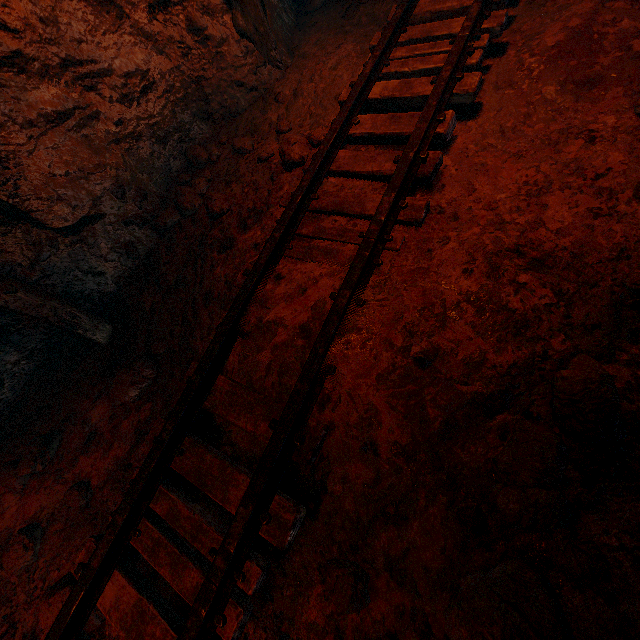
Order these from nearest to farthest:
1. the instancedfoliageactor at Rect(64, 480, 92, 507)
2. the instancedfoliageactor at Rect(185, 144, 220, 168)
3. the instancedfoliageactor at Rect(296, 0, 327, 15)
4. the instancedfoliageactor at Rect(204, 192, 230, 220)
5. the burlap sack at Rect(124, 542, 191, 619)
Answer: the burlap sack at Rect(124, 542, 191, 619) → the instancedfoliageactor at Rect(64, 480, 92, 507) → the instancedfoliageactor at Rect(204, 192, 230, 220) → the instancedfoliageactor at Rect(185, 144, 220, 168) → the instancedfoliageactor at Rect(296, 0, 327, 15)

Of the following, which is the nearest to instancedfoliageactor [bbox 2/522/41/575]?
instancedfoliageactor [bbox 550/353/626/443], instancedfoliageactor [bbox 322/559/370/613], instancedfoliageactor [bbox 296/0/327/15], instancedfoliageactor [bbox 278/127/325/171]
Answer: instancedfoliageactor [bbox 322/559/370/613]

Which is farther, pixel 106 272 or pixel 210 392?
pixel 106 272

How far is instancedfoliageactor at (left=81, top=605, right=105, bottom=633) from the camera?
1.8 meters

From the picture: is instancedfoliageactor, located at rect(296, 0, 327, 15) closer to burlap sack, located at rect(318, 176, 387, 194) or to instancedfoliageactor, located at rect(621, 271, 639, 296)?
burlap sack, located at rect(318, 176, 387, 194)

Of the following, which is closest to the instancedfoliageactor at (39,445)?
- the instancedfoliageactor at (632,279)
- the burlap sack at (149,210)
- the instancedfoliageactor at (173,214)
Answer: the burlap sack at (149,210)

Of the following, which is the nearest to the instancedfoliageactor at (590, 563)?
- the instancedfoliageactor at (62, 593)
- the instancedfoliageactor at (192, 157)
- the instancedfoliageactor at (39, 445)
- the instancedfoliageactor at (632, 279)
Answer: the instancedfoliageactor at (632, 279)

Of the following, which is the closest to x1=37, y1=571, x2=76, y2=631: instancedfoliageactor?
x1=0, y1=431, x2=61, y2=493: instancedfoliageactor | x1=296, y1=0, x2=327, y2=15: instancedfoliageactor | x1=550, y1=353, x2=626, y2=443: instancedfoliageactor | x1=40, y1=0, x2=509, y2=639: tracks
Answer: x1=40, y1=0, x2=509, y2=639: tracks
